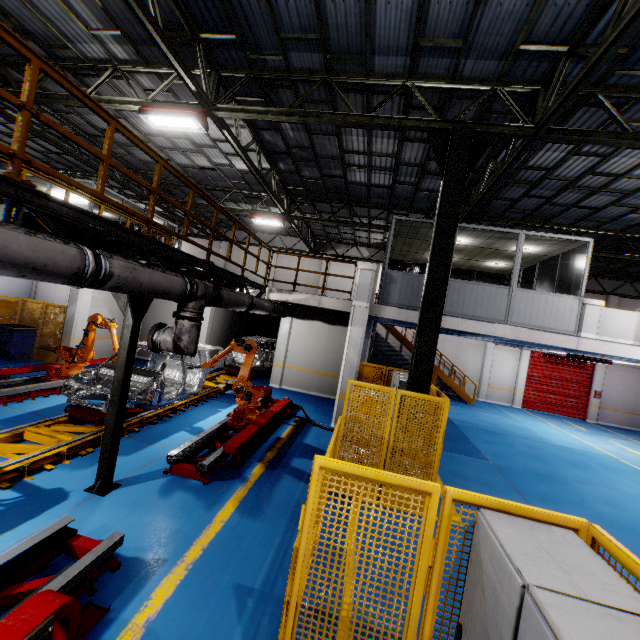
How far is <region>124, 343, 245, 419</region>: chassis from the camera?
7.8 meters

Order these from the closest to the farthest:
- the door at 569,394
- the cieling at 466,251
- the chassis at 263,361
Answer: the cieling at 466,251 → the chassis at 263,361 → the door at 569,394

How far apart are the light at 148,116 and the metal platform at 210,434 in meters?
7.4 m

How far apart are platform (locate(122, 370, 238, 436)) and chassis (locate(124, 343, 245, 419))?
0.01m

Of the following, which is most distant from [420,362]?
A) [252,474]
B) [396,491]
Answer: [252,474]

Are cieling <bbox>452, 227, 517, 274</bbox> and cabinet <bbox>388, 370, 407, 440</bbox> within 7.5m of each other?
yes

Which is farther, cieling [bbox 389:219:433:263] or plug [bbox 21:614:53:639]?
cieling [bbox 389:219:433:263]
